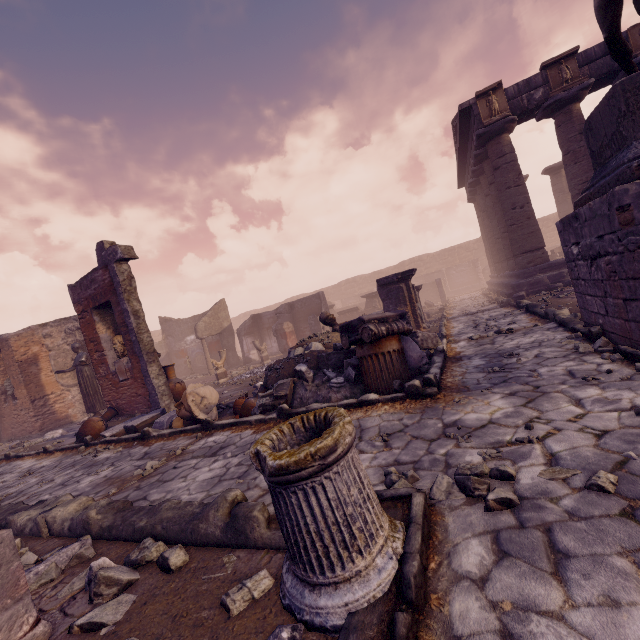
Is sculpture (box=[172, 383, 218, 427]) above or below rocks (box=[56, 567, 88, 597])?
above

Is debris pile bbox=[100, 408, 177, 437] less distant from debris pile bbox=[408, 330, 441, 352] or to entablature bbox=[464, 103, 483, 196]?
debris pile bbox=[408, 330, 441, 352]

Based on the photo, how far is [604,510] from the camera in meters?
1.9 m

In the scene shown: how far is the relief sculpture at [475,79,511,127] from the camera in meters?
11.4 m

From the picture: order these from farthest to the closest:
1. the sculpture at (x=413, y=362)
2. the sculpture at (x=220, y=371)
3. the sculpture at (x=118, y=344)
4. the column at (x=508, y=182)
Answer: the sculpture at (x=220, y=371) → the column at (x=508, y=182) → the sculpture at (x=118, y=344) → the sculpture at (x=413, y=362)

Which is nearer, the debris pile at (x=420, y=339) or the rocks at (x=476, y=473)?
the rocks at (x=476, y=473)

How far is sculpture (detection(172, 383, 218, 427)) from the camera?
6.0 meters

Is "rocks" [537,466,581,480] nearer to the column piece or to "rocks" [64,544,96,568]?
the column piece
